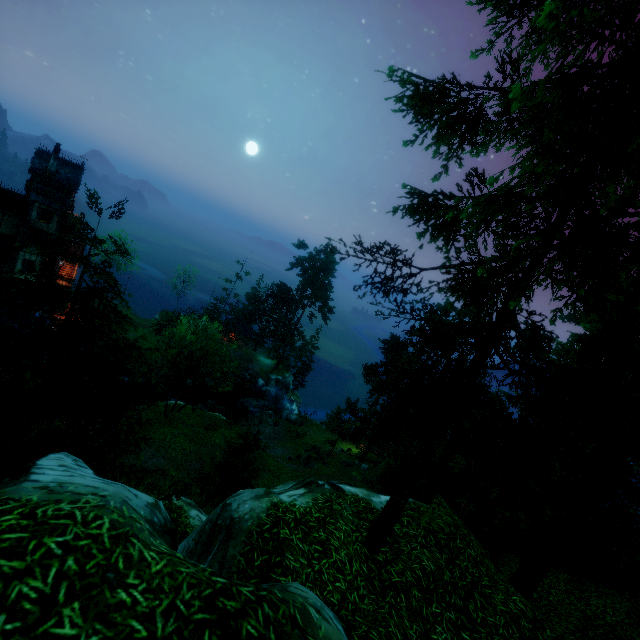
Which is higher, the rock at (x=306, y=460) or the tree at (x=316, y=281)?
the tree at (x=316, y=281)

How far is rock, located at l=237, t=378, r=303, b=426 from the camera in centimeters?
4519cm

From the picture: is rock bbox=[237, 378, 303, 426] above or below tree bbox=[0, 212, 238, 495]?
below

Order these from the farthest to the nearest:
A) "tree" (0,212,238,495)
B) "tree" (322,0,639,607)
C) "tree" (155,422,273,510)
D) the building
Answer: the building → "tree" (155,422,273,510) → "tree" (0,212,238,495) → "tree" (322,0,639,607)

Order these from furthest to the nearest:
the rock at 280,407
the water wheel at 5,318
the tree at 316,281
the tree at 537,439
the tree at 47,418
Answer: the tree at 316,281
the rock at 280,407
the water wheel at 5,318
the tree at 47,418
the tree at 537,439

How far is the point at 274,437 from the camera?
40.34m

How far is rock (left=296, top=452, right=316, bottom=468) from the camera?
32.8 meters

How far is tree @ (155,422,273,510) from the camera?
11.1 meters
